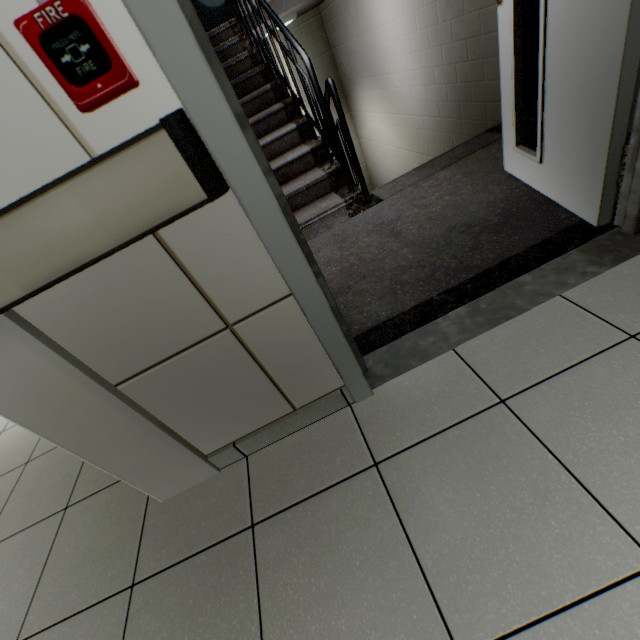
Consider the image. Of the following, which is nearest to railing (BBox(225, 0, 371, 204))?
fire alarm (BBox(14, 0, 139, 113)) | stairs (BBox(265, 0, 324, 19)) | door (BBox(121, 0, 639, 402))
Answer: stairs (BBox(265, 0, 324, 19))

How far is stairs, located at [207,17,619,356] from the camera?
1.6 meters

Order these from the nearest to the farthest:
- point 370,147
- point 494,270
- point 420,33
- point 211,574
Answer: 1. point 211,574
2. point 494,270
3. point 420,33
4. point 370,147

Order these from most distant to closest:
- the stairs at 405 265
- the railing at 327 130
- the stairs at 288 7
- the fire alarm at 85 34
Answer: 1. the stairs at 288 7
2. the railing at 327 130
3. the stairs at 405 265
4. the fire alarm at 85 34

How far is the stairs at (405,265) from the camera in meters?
1.6

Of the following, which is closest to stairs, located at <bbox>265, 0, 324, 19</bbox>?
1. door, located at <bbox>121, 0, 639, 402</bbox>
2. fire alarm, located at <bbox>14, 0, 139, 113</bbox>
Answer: door, located at <bbox>121, 0, 639, 402</bbox>
